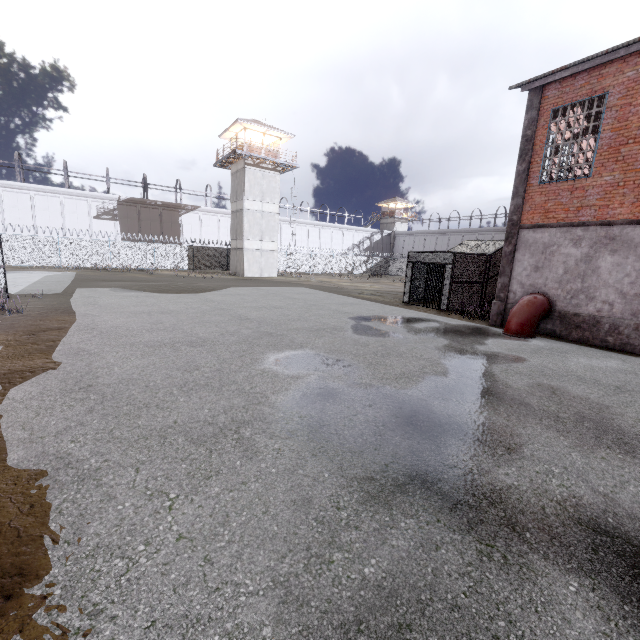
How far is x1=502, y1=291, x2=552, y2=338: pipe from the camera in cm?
1123

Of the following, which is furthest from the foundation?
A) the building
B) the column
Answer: the building

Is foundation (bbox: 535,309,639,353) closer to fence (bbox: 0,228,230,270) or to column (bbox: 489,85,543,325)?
column (bbox: 489,85,543,325)

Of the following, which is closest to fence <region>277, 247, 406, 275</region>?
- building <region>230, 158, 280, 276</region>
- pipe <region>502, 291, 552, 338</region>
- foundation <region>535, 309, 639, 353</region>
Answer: building <region>230, 158, 280, 276</region>

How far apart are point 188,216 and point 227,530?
46.95m

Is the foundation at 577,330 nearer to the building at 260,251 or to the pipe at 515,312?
the pipe at 515,312

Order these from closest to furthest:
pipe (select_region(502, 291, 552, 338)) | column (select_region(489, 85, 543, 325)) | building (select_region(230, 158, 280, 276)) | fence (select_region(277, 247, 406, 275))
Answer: pipe (select_region(502, 291, 552, 338)) → column (select_region(489, 85, 543, 325)) → building (select_region(230, 158, 280, 276)) → fence (select_region(277, 247, 406, 275))

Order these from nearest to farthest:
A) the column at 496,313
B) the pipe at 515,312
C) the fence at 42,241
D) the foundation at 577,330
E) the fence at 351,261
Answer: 1. the foundation at 577,330
2. the pipe at 515,312
3. the column at 496,313
4. the fence at 42,241
5. the fence at 351,261
